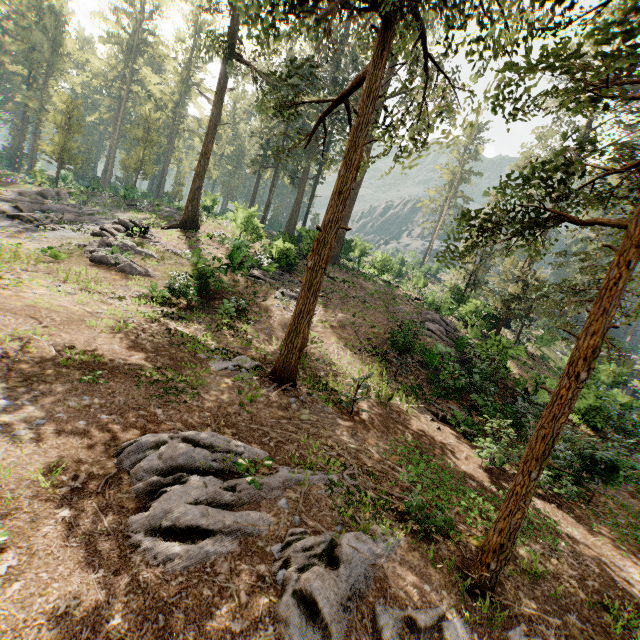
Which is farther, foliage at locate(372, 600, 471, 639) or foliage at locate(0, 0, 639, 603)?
foliage at locate(0, 0, 639, 603)

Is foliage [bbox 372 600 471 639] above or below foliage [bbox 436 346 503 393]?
below

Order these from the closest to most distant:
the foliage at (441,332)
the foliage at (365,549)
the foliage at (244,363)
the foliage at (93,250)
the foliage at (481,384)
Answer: the foliage at (365,549), the foliage at (244,363), the foliage at (481,384), the foliage at (93,250), the foliage at (441,332)

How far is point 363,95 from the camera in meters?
10.0

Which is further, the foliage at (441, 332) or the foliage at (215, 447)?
the foliage at (441, 332)
